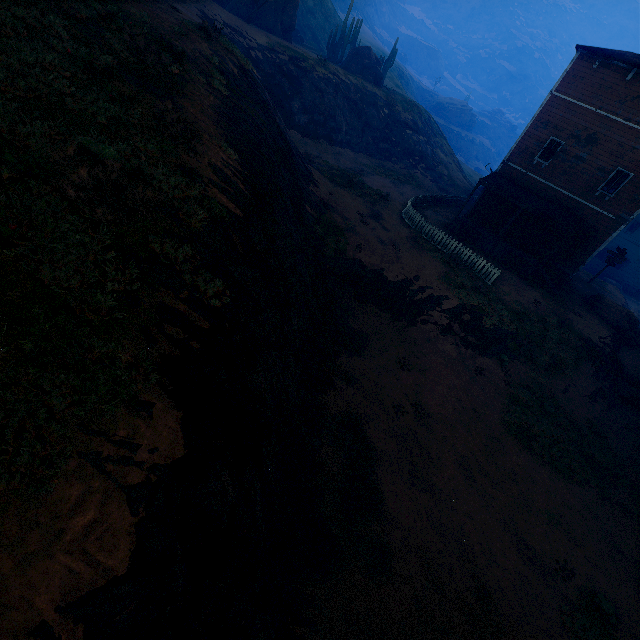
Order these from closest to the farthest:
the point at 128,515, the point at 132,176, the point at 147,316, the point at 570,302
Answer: the point at 128,515, the point at 147,316, the point at 132,176, the point at 570,302

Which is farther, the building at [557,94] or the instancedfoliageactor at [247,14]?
the instancedfoliageactor at [247,14]

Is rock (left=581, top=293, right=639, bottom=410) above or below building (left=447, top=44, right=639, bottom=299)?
below

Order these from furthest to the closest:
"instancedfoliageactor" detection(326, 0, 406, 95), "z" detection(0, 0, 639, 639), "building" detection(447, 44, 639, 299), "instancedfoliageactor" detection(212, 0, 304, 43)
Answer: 1. "instancedfoliageactor" detection(326, 0, 406, 95)
2. "instancedfoliageactor" detection(212, 0, 304, 43)
3. "building" detection(447, 44, 639, 299)
4. "z" detection(0, 0, 639, 639)

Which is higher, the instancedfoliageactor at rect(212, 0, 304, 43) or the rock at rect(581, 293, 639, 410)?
the instancedfoliageactor at rect(212, 0, 304, 43)

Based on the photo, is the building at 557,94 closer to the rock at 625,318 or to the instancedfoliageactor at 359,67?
the rock at 625,318

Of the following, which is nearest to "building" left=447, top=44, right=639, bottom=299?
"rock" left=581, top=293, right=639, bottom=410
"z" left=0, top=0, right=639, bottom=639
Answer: "z" left=0, top=0, right=639, bottom=639

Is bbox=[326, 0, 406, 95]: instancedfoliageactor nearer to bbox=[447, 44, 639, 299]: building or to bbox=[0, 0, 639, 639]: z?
bbox=[0, 0, 639, 639]: z
